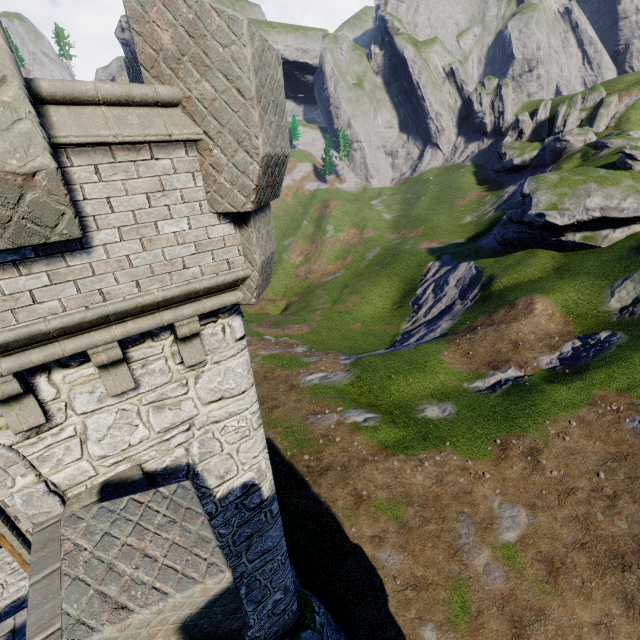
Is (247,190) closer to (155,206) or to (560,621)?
(155,206)
